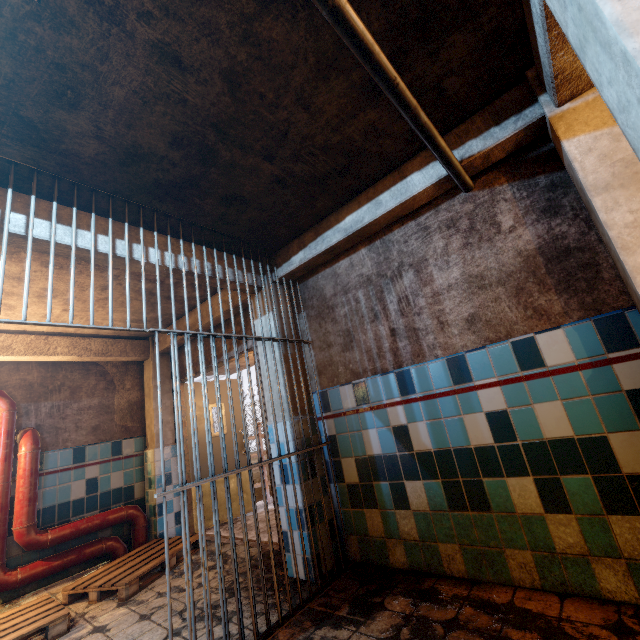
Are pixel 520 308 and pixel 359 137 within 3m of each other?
yes

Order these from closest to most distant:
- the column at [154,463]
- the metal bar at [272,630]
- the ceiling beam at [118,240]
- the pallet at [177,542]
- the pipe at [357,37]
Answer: the pipe at [357,37] < the metal bar at [272,630] < the ceiling beam at [118,240] < the pallet at [177,542] < the column at [154,463]

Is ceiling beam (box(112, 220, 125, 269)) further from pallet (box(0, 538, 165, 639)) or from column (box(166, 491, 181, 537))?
pallet (box(0, 538, 165, 639))

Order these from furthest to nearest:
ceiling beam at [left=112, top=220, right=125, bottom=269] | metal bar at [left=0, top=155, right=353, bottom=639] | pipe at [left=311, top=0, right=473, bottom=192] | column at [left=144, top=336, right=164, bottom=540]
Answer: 1. column at [left=144, top=336, right=164, bottom=540]
2. ceiling beam at [left=112, top=220, right=125, bottom=269]
3. metal bar at [left=0, top=155, right=353, bottom=639]
4. pipe at [left=311, top=0, right=473, bottom=192]

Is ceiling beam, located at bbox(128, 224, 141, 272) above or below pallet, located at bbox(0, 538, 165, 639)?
above

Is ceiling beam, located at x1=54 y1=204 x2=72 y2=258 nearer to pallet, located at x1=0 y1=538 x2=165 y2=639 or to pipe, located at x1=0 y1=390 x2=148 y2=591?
pipe, located at x1=0 y1=390 x2=148 y2=591

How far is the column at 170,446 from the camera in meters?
4.7 m

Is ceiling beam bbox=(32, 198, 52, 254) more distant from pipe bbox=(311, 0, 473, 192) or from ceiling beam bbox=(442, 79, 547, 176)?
pipe bbox=(311, 0, 473, 192)
